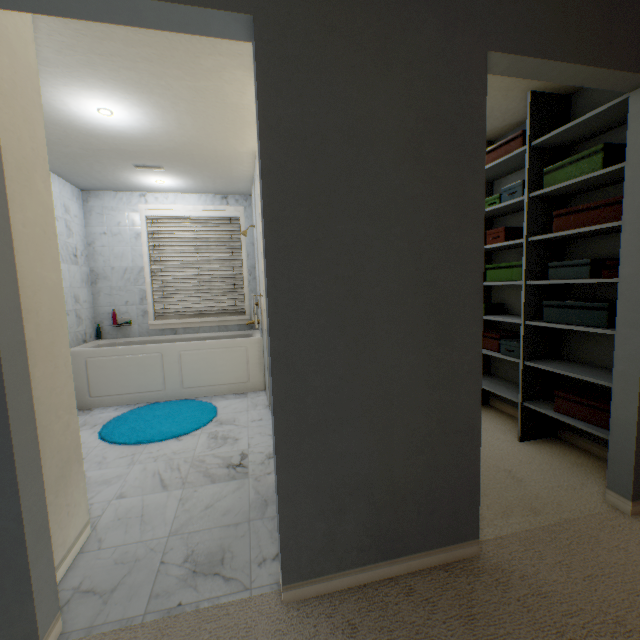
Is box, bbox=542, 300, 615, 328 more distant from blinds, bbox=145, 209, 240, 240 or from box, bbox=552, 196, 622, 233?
blinds, bbox=145, 209, 240, 240

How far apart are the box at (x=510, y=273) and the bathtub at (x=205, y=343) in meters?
2.4

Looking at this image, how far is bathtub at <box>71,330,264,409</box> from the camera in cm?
346

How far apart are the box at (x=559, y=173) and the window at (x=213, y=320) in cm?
343

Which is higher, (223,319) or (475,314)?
(475,314)

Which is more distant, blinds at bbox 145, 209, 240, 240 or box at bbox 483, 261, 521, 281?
blinds at bbox 145, 209, 240, 240

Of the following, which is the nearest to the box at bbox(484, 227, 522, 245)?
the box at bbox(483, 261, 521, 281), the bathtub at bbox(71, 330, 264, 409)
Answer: the box at bbox(483, 261, 521, 281)

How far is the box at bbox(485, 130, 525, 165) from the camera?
2.35m
